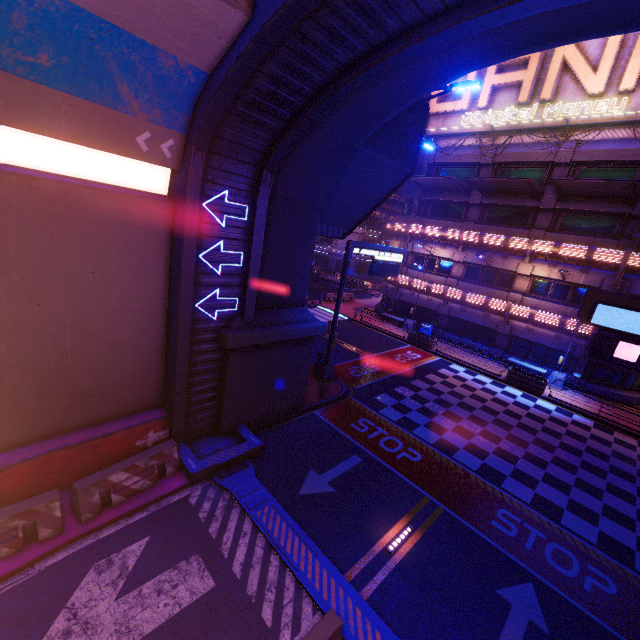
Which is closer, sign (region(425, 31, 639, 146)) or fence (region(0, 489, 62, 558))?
fence (region(0, 489, 62, 558))

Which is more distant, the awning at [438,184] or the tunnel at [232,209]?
the awning at [438,184]

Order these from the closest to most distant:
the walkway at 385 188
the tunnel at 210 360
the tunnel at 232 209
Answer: the tunnel at 210 360 → the tunnel at 232 209 → the walkway at 385 188

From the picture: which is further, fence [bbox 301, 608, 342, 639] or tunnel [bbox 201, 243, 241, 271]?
tunnel [bbox 201, 243, 241, 271]

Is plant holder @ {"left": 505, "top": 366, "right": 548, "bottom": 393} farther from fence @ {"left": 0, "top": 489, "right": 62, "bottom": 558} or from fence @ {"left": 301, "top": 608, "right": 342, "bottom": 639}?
fence @ {"left": 0, "top": 489, "right": 62, "bottom": 558}

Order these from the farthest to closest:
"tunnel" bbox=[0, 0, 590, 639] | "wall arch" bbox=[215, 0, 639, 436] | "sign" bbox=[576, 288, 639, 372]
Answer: "sign" bbox=[576, 288, 639, 372] → "wall arch" bbox=[215, 0, 639, 436] → "tunnel" bbox=[0, 0, 590, 639]

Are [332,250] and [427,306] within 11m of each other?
no
